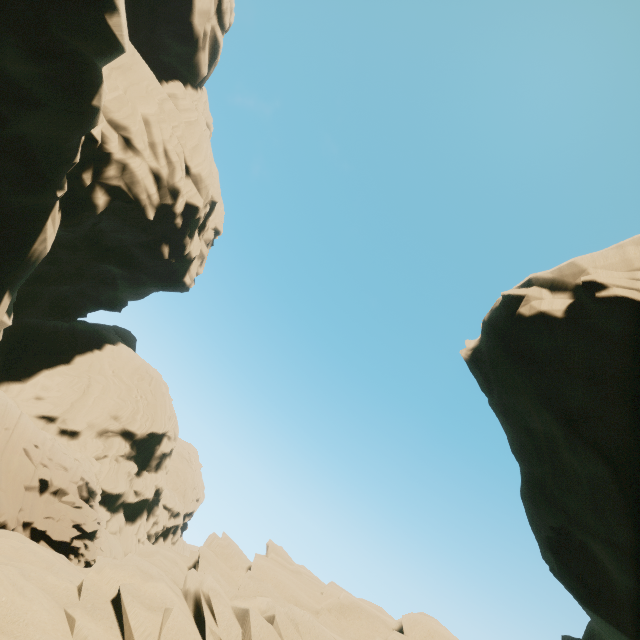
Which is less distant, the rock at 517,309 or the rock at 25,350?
the rock at 25,350

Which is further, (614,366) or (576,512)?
(576,512)

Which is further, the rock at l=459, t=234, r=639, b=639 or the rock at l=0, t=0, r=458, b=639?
the rock at l=459, t=234, r=639, b=639
